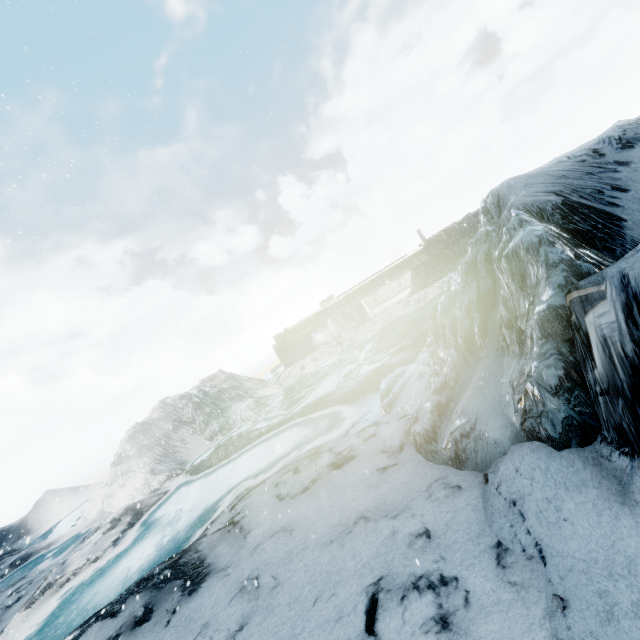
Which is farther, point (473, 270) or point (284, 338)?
point (284, 338)
